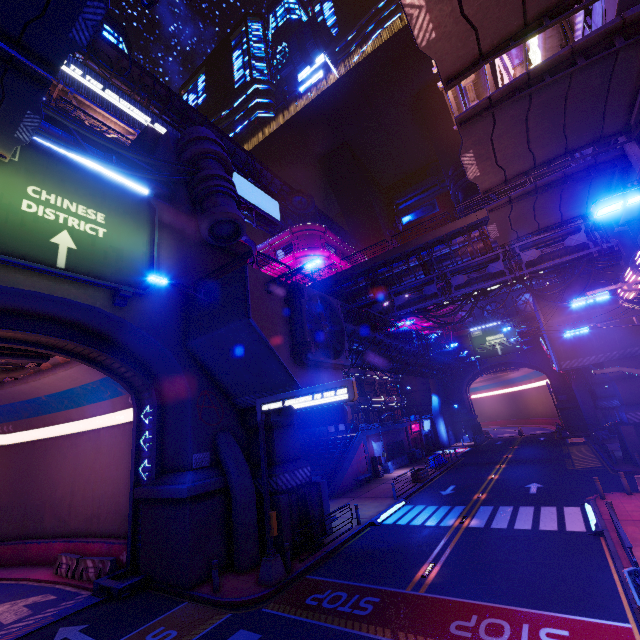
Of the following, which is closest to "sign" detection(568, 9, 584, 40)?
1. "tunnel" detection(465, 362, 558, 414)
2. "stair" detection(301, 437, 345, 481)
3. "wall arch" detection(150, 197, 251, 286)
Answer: "wall arch" detection(150, 197, 251, 286)

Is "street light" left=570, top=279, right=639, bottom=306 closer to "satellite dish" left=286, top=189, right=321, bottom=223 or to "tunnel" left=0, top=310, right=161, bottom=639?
"tunnel" left=0, top=310, right=161, bottom=639

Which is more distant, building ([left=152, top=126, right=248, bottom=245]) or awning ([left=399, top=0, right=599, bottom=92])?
building ([left=152, top=126, right=248, bottom=245])

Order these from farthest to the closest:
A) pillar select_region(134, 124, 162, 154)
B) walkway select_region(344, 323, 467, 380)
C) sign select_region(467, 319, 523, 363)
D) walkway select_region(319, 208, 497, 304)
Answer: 1. sign select_region(467, 319, 523, 363)
2. walkway select_region(344, 323, 467, 380)
3. walkway select_region(319, 208, 497, 304)
4. pillar select_region(134, 124, 162, 154)

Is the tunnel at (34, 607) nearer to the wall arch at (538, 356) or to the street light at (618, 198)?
the street light at (618, 198)

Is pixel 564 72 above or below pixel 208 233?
below

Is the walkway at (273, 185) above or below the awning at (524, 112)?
above

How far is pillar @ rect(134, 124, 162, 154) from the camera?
22.4 meters
